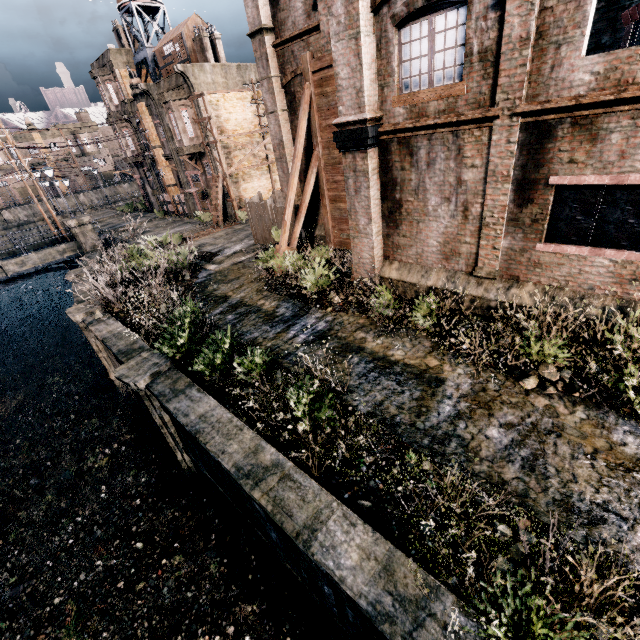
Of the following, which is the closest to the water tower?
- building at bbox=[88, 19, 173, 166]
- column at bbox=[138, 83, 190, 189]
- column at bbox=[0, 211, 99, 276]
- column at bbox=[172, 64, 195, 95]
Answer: building at bbox=[88, 19, 173, 166]

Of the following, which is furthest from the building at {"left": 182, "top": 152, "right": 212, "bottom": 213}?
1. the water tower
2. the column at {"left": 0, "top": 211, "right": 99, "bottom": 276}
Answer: the column at {"left": 0, "top": 211, "right": 99, "bottom": 276}

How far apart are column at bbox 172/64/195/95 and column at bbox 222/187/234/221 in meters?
7.1

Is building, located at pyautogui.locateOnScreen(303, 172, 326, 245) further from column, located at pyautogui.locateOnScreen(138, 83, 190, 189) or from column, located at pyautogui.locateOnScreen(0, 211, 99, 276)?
column, located at pyautogui.locateOnScreen(0, 211, 99, 276)

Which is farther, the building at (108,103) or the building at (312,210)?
the building at (108,103)

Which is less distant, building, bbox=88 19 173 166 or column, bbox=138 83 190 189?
column, bbox=138 83 190 189

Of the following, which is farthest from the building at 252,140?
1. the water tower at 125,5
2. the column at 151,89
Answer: the water tower at 125,5

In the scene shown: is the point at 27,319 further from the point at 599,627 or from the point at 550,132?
the point at 599,627
